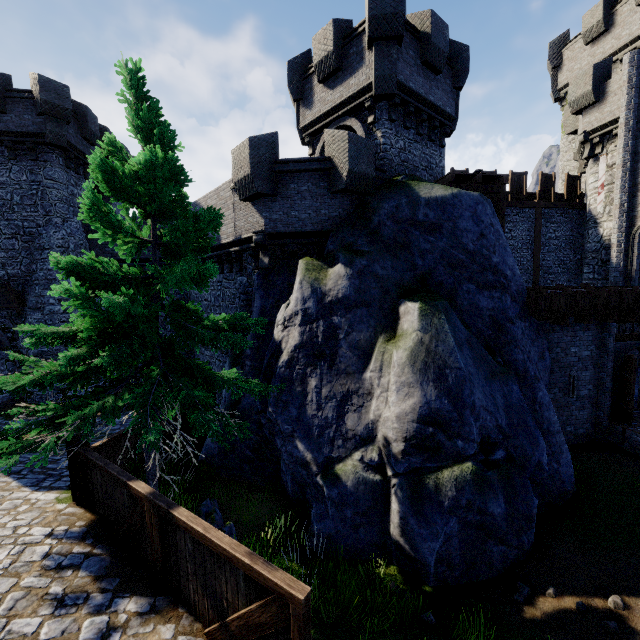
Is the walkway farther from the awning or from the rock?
the awning

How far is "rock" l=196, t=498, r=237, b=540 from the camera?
7.14m

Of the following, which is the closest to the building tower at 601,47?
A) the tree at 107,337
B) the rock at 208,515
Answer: the tree at 107,337

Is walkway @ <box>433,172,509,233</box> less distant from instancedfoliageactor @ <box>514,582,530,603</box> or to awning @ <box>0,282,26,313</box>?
instancedfoliageactor @ <box>514,582,530,603</box>

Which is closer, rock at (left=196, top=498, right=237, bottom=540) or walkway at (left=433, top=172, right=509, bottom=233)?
rock at (left=196, top=498, right=237, bottom=540)

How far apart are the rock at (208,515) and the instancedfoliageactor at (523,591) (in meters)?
5.90

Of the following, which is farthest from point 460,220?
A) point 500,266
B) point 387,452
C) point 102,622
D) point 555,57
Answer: point 555,57

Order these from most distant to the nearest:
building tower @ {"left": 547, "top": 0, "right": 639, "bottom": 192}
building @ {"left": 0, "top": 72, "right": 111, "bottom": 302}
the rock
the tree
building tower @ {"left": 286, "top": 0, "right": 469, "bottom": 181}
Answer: building tower @ {"left": 547, "top": 0, "right": 639, "bottom": 192} < building @ {"left": 0, "top": 72, "right": 111, "bottom": 302} < building tower @ {"left": 286, "top": 0, "right": 469, "bottom": 181} < the rock < the tree
